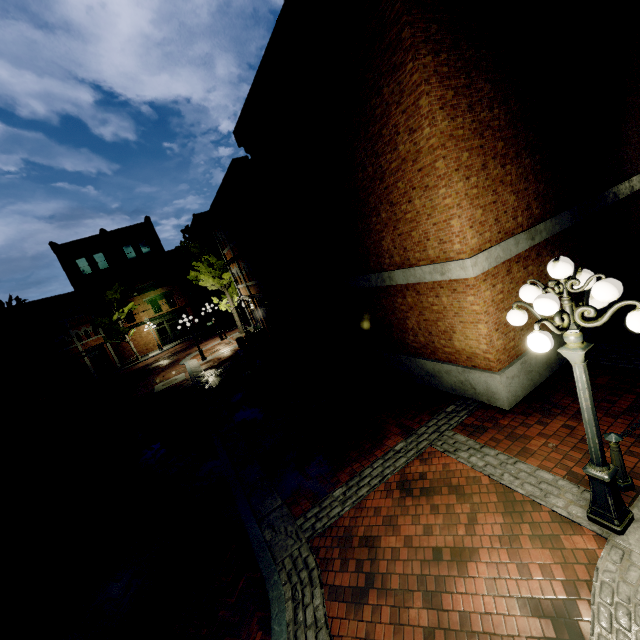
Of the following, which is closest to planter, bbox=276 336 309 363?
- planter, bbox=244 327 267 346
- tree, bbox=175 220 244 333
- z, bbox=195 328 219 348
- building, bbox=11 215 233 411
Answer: planter, bbox=244 327 267 346

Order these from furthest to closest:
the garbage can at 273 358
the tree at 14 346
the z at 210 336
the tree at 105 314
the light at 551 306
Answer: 1. the tree at 105 314
2. the z at 210 336
3. the tree at 14 346
4. the garbage can at 273 358
5. the light at 551 306

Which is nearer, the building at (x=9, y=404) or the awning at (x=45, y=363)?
the building at (x=9, y=404)

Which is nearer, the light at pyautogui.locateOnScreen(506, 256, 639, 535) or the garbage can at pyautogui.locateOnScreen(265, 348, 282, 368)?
the light at pyautogui.locateOnScreen(506, 256, 639, 535)

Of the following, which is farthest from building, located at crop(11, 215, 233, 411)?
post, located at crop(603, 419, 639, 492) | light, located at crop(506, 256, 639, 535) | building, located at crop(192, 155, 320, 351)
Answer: post, located at crop(603, 419, 639, 492)

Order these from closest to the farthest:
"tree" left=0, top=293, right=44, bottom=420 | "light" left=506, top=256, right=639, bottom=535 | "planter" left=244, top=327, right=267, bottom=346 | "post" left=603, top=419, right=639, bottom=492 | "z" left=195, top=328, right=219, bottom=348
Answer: "light" left=506, top=256, right=639, bottom=535, "post" left=603, top=419, right=639, bottom=492, "planter" left=244, top=327, right=267, bottom=346, "tree" left=0, top=293, right=44, bottom=420, "z" left=195, top=328, right=219, bottom=348

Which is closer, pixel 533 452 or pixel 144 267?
pixel 533 452

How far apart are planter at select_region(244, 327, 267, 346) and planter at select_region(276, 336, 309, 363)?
6.9m
